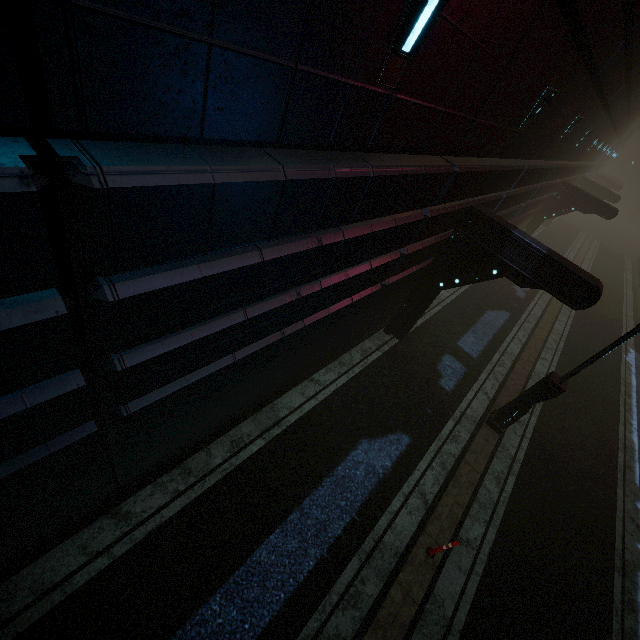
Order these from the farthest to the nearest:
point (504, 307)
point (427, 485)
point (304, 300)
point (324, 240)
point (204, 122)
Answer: point (504, 307) → point (427, 485) → point (304, 300) → point (324, 240) → point (204, 122)

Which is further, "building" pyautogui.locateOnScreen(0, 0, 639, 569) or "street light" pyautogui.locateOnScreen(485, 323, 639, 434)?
"street light" pyautogui.locateOnScreen(485, 323, 639, 434)

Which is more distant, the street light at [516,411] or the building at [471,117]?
the street light at [516,411]
